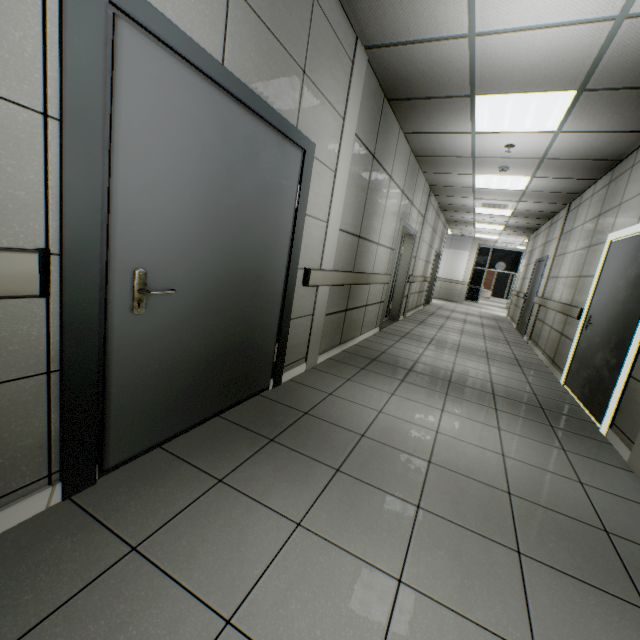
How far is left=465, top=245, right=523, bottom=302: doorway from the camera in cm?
1797

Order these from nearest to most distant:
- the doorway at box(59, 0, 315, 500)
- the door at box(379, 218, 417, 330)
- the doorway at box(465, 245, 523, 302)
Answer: the doorway at box(59, 0, 315, 500) → the door at box(379, 218, 417, 330) → the doorway at box(465, 245, 523, 302)

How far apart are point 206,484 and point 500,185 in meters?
7.6

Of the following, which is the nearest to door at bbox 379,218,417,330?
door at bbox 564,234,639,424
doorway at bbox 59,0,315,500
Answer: door at bbox 564,234,639,424

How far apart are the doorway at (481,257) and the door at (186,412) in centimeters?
1873cm

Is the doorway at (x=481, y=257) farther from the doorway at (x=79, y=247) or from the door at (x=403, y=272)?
the doorway at (x=79, y=247)

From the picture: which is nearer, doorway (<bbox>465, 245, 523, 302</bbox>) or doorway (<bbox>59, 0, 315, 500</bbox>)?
doorway (<bbox>59, 0, 315, 500</bbox>)

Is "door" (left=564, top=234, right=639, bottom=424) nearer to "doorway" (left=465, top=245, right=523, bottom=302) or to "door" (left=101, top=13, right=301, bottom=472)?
"door" (left=101, top=13, right=301, bottom=472)
